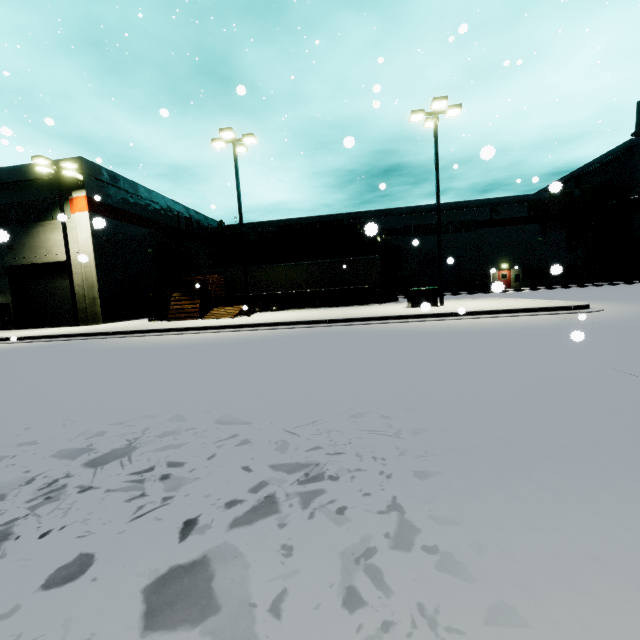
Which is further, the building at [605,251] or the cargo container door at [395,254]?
the building at [605,251]

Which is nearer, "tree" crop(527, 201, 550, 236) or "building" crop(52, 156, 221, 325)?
"building" crop(52, 156, 221, 325)

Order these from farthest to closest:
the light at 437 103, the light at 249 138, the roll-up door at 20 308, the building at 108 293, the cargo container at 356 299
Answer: the cargo container at 356 299
the roll-up door at 20 308
the building at 108 293
the light at 249 138
the light at 437 103

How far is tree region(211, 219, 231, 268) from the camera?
39.47m

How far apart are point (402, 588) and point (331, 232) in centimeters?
3015cm

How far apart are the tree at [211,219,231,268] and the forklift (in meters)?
30.82

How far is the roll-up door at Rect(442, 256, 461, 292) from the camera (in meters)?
39.28

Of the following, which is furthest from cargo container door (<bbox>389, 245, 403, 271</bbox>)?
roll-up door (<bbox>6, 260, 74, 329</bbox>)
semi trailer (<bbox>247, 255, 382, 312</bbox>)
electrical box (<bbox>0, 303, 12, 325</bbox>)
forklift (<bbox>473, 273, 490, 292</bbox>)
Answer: electrical box (<bbox>0, 303, 12, 325</bbox>)
